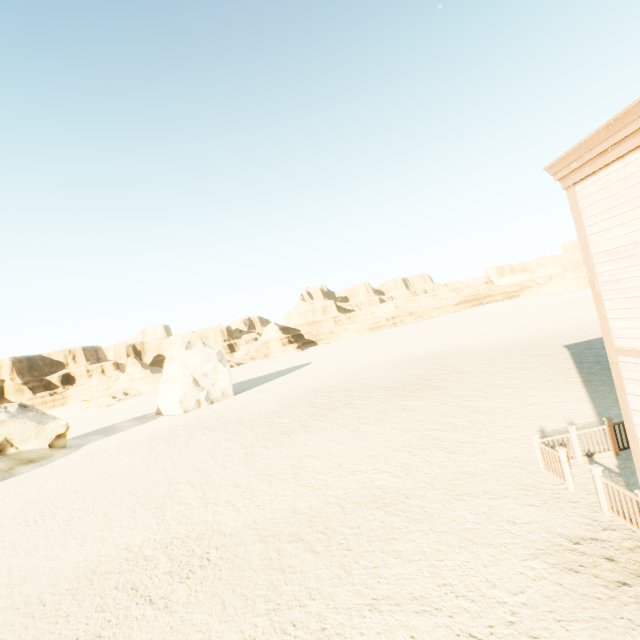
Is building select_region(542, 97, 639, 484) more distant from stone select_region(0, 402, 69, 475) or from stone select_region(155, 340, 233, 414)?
stone select_region(0, 402, 69, 475)

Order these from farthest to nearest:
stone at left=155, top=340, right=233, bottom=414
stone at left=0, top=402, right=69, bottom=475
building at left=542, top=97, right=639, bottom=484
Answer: stone at left=155, top=340, right=233, bottom=414 → stone at left=0, top=402, right=69, bottom=475 → building at left=542, top=97, right=639, bottom=484

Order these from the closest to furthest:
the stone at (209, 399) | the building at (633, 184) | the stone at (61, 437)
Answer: Answer:
the building at (633, 184)
the stone at (61, 437)
the stone at (209, 399)

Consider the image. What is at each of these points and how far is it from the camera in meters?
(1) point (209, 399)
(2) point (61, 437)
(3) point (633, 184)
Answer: (1) stone, 33.0
(2) stone, 26.3
(3) building, 4.6

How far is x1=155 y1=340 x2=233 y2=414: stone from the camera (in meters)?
32.19

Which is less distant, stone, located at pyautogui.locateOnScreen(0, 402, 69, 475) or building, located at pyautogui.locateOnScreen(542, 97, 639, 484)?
building, located at pyautogui.locateOnScreen(542, 97, 639, 484)

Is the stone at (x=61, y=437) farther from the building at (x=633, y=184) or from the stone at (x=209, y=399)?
the building at (x=633, y=184)

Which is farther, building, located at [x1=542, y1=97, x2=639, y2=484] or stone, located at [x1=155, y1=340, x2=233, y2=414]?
stone, located at [x1=155, y1=340, x2=233, y2=414]
